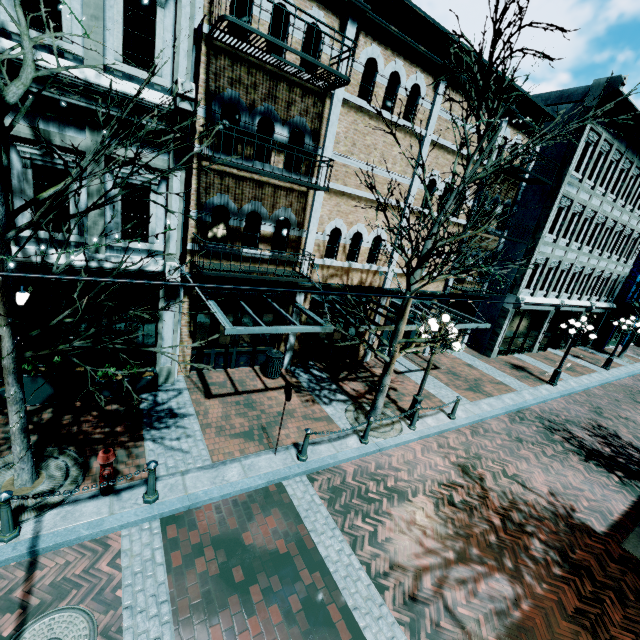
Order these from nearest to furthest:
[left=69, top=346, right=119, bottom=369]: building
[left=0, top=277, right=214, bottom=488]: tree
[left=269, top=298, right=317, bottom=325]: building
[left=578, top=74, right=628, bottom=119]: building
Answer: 1. [left=0, top=277, right=214, bottom=488]: tree
2. [left=69, top=346, right=119, bottom=369]: building
3. [left=269, top=298, right=317, bottom=325]: building
4. [left=578, top=74, right=628, bottom=119]: building

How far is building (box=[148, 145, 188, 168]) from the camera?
7.6m

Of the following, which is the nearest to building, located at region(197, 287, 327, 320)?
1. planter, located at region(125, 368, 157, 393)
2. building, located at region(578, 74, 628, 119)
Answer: planter, located at region(125, 368, 157, 393)

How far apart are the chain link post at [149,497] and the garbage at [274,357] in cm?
527

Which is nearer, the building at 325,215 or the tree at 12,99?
the tree at 12,99

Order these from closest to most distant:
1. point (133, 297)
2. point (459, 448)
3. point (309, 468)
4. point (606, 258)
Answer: point (309, 468)
point (133, 297)
point (459, 448)
point (606, 258)

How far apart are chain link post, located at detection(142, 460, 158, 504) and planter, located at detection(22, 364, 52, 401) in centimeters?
363cm

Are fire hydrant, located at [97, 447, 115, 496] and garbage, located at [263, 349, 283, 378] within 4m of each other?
no
